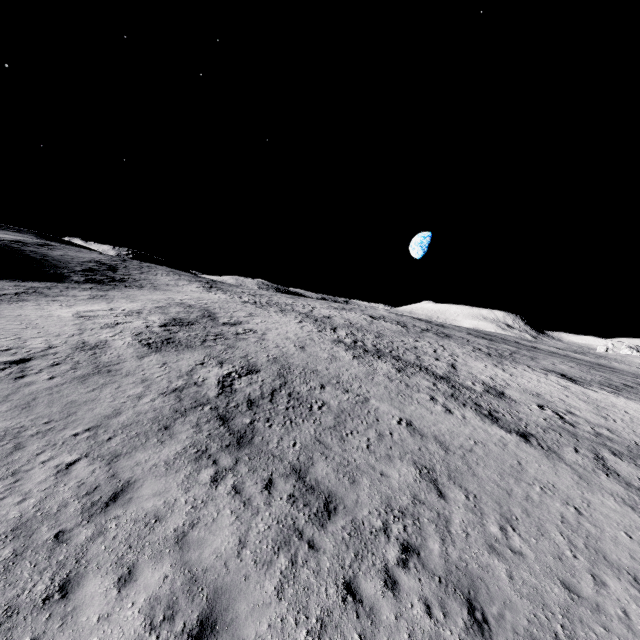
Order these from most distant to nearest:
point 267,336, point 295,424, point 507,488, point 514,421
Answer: point 267,336
point 514,421
point 295,424
point 507,488
